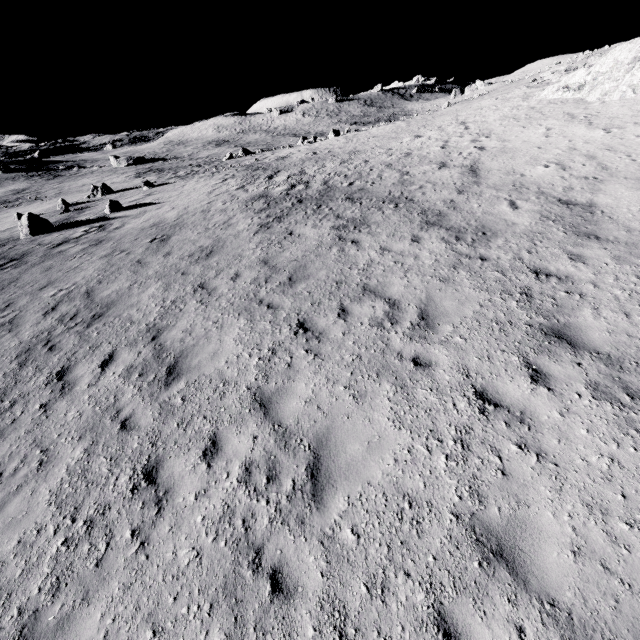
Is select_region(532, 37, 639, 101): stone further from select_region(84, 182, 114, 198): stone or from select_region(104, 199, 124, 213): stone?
select_region(84, 182, 114, 198): stone

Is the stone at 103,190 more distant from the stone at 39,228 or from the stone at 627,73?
the stone at 627,73

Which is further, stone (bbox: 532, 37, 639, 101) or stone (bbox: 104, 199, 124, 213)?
stone (bbox: 104, 199, 124, 213)

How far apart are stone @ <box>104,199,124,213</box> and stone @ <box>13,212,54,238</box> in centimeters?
280cm

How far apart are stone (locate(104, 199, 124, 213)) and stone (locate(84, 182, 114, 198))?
14.5 meters

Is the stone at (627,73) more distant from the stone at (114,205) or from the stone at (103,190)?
the stone at (103,190)

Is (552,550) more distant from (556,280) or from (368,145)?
(368,145)

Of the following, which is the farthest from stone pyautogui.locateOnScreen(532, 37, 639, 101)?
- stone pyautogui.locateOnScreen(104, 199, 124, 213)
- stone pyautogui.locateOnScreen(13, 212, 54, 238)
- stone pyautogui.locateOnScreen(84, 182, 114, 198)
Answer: stone pyautogui.locateOnScreen(84, 182, 114, 198)
